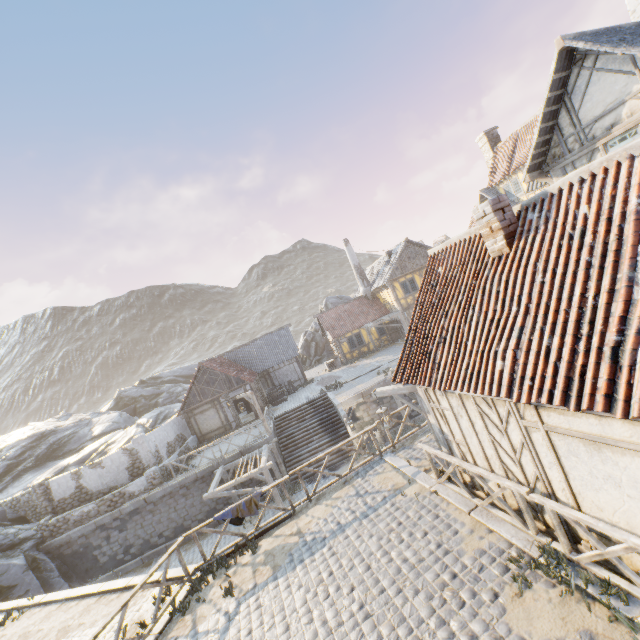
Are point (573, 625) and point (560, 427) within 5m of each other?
yes

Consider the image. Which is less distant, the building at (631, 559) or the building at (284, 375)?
the building at (631, 559)

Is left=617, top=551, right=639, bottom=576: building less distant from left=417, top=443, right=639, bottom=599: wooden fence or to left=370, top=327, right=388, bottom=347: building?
left=417, top=443, right=639, bottom=599: wooden fence

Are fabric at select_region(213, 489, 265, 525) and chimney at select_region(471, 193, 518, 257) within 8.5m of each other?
no

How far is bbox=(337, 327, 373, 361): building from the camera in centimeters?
3244cm

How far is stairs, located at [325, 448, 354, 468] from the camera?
19.92m

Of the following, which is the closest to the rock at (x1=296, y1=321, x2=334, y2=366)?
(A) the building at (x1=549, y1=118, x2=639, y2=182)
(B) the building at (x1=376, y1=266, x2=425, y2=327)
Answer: (B) the building at (x1=376, y1=266, x2=425, y2=327)

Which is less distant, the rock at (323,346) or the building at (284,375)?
the building at (284,375)
